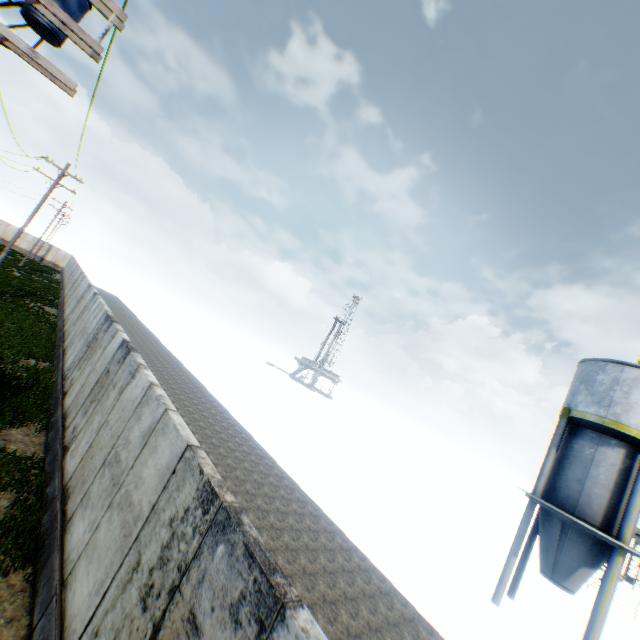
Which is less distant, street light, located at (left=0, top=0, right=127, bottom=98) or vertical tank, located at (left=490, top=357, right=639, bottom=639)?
street light, located at (left=0, top=0, right=127, bottom=98)

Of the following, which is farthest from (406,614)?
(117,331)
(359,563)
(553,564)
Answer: (117,331)

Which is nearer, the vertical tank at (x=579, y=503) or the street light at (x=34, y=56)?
the street light at (x=34, y=56)
